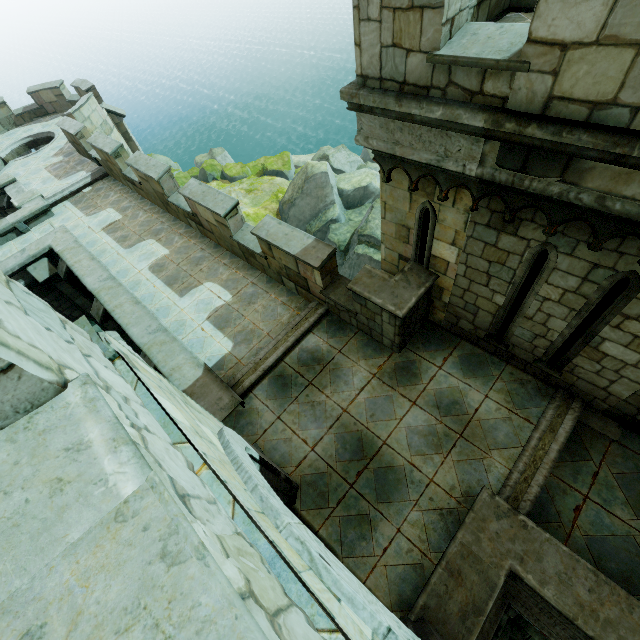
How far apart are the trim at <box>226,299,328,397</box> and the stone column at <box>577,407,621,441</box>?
5.5m

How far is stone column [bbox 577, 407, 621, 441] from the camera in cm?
567

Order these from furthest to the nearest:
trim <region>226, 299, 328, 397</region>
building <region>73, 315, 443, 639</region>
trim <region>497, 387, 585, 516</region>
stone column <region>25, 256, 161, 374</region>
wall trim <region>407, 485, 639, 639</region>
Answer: stone column <region>25, 256, 161, 374</region>
trim <region>226, 299, 328, 397</region>
trim <region>497, 387, 585, 516</region>
wall trim <region>407, 485, 639, 639</region>
building <region>73, 315, 443, 639</region>

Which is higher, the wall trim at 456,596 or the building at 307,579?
the building at 307,579

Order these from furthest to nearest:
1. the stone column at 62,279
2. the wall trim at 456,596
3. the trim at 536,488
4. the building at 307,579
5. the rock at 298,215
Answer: the rock at 298,215, the stone column at 62,279, the trim at 536,488, the wall trim at 456,596, the building at 307,579

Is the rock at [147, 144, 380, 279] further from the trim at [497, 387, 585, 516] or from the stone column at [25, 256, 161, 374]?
the trim at [497, 387, 585, 516]

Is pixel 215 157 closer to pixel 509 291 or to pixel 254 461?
pixel 509 291

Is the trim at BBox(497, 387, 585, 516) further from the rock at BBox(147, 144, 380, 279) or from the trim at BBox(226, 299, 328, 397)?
the rock at BBox(147, 144, 380, 279)
